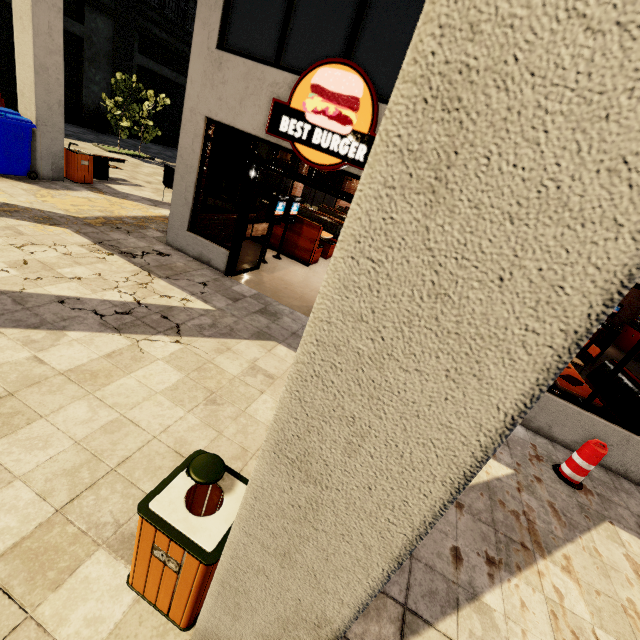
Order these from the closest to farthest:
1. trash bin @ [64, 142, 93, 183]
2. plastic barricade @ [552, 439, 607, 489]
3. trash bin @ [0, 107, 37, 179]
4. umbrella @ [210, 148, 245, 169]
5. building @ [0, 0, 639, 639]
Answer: building @ [0, 0, 639, 639] → plastic barricade @ [552, 439, 607, 489] → trash bin @ [0, 107, 37, 179] → trash bin @ [64, 142, 93, 183] → umbrella @ [210, 148, 245, 169]

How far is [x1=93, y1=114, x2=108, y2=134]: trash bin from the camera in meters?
17.5

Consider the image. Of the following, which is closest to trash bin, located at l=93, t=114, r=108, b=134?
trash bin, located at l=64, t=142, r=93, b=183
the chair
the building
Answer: the building

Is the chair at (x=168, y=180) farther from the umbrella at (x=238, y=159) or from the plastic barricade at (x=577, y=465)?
the plastic barricade at (x=577, y=465)

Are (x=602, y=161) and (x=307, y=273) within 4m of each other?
no

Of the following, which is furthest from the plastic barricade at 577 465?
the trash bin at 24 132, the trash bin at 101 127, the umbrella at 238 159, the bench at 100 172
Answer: the trash bin at 101 127

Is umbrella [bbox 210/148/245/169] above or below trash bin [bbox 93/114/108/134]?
above

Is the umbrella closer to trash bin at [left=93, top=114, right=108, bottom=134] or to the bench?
the bench
